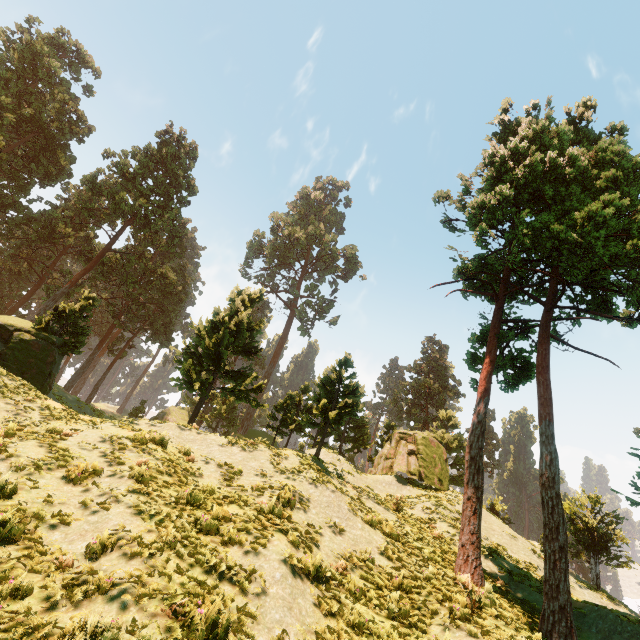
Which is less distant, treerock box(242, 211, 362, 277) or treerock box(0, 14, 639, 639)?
treerock box(0, 14, 639, 639)

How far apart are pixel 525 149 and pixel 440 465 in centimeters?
2018cm

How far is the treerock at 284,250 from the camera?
52.9m

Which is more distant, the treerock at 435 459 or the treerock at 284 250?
the treerock at 284 250

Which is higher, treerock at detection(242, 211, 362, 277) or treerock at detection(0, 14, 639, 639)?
treerock at detection(242, 211, 362, 277)

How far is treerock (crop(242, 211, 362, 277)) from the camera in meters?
52.9 m
